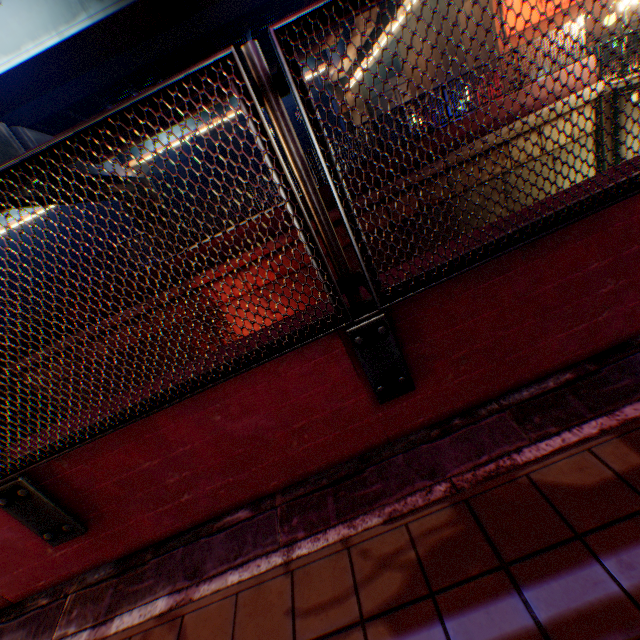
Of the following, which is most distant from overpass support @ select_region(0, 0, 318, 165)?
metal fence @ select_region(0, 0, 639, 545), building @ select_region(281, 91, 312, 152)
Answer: building @ select_region(281, 91, 312, 152)

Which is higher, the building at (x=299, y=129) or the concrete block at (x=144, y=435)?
the building at (x=299, y=129)

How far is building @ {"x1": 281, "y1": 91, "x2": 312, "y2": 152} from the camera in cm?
3784

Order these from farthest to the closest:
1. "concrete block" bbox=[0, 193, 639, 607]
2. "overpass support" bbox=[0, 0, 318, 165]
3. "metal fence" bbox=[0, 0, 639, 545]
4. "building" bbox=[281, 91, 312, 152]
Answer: "building" bbox=[281, 91, 312, 152], "overpass support" bbox=[0, 0, 318, 165], "concrete block" bbox=[0, 193, 639, 607], "metal fence" bbox=[0, 0, 639, 545]

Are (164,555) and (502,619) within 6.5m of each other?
yes

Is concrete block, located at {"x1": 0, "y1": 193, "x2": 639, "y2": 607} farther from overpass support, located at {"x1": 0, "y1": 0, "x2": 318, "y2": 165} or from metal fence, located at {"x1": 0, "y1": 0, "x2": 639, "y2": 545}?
overpass support, located at {"x1": 0, "y1": 0, "x2": 318, "y2": 165}

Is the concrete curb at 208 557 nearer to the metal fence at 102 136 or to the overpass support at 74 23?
the metal fence at 102 136
